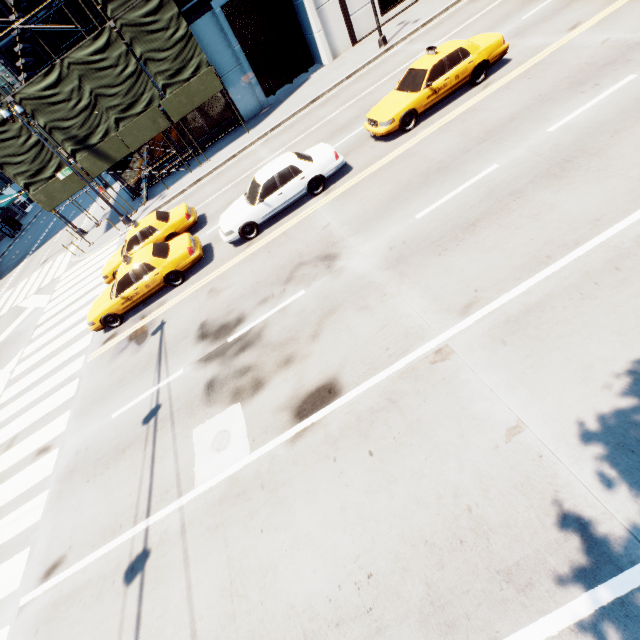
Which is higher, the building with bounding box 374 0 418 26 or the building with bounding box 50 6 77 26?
the building with bounding box 50 6 77 26

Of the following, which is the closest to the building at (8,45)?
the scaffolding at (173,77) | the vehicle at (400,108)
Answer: the scaffolding at (173,77)

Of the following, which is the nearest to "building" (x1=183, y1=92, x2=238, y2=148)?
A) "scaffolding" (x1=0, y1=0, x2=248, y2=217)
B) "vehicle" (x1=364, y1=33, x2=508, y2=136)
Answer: "scaffolding" (x1=0, y1=0, x2=248, y2=217)

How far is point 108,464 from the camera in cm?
798

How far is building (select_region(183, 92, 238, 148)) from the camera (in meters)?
22.86

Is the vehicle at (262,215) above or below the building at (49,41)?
below

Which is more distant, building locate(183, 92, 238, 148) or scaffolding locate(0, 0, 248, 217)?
building locate(183, 92, 238, 148)
